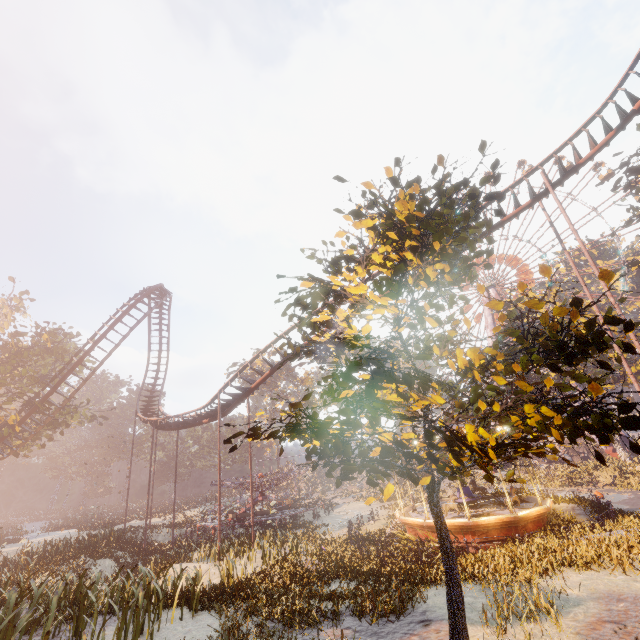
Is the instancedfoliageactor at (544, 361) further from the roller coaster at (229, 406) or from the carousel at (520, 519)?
the roller coaster at (229, 406)

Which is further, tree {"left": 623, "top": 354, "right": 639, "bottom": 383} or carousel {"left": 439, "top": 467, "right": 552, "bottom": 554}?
tree {"left": 623, "top": 354, "right": 639, "bottom": 383}

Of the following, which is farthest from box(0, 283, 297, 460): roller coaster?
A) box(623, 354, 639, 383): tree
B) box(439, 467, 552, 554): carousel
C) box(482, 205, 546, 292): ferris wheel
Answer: box(482, 205, 546, 292): ferris wheel

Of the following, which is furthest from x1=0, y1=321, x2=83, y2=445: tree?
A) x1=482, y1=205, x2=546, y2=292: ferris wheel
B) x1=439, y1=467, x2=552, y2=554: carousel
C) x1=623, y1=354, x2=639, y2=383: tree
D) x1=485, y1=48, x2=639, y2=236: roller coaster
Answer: x1=482, y1=205, x2=546, y2=292: ferris wheel

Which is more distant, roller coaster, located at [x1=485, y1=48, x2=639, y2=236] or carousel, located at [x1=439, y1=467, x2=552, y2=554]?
roller coaster, located at [x1=485, y1=48, x2=639, y2=236]

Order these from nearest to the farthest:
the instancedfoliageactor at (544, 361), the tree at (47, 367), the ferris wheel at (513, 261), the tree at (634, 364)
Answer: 1. the instancedfoliageactor at (544, 361)
2. the tree at (47, 367)
3. the tree at (634, 364)
4. the ferris wheel at (513, 261)

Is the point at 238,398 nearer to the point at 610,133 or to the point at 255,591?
the point at 255,591

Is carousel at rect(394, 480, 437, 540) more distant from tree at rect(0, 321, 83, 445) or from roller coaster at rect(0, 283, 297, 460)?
tree at rect(0, 321, 83, 445)
